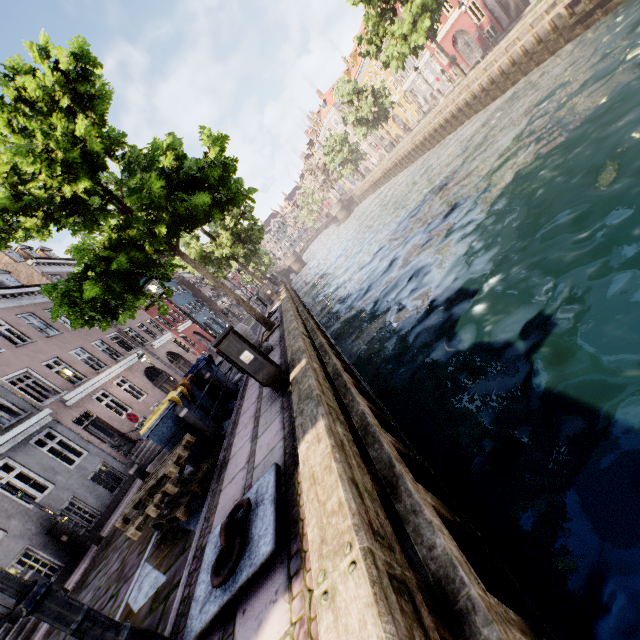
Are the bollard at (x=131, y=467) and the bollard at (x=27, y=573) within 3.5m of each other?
no

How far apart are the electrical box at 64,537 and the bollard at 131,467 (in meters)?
6.61

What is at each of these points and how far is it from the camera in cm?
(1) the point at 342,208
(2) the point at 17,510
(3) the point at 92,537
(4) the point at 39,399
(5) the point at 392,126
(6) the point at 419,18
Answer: (1) bridge, 5772
(2) building, 959
(3) street light, 849
(4) building, 2133
(5) building, 5112
(6) tree, 2178

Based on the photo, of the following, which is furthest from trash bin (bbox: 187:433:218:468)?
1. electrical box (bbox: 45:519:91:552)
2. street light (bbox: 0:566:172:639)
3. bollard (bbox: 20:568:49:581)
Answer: electrical box (bbox: 45:519:91:552)

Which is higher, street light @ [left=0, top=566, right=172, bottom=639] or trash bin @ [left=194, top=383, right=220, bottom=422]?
street light @ [left=0, top=566, right=172, bottom=639]

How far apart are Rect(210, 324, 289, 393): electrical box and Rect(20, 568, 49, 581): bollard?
7.3 meters

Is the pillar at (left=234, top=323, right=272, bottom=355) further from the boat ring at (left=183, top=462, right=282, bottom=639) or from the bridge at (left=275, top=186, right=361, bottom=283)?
the bridge at (left=275, top=186, right=361, bottom=283)

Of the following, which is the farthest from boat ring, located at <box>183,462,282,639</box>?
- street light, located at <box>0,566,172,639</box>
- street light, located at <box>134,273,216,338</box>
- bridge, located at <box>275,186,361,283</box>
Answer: bridge, located at <box>275,186,361,283</box>
